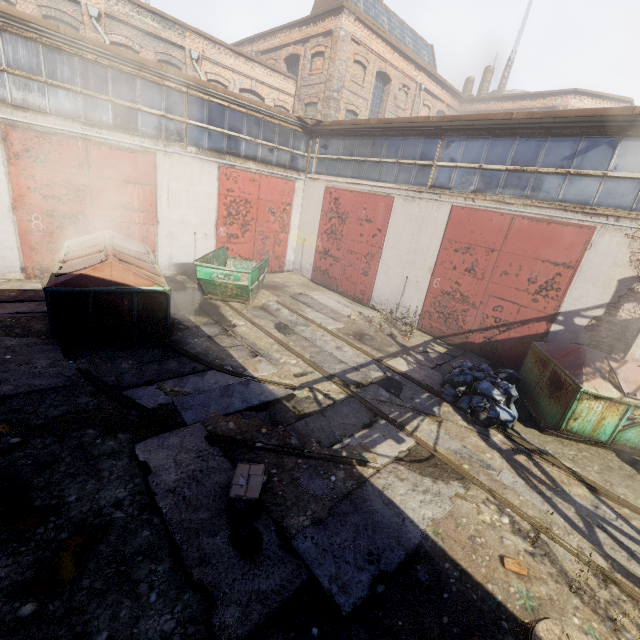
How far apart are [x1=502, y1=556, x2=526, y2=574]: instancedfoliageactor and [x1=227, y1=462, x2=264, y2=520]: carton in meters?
3.1

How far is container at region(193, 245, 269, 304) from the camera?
9.7m

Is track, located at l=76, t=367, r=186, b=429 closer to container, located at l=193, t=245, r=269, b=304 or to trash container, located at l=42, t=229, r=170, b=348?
trash container, located at l=42, t=229, r=170, b=348

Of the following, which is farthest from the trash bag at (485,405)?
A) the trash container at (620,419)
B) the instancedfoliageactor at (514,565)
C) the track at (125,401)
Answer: the track at (125,401)

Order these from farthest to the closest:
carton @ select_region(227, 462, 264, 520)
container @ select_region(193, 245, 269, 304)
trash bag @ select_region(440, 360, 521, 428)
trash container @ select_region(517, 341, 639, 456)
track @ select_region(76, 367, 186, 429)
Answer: container @ select_region(193, 245, 269, 304) < trash bag @ select_region(440, 360, 521, 428) < trash container @ select_region(517, 341, 639, 456) < track @ select_region(76, 367, 186, 429) < carton @ select_region(227, 462, 264, 520)

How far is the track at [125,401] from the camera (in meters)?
5.27

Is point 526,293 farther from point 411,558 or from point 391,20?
point 391,20

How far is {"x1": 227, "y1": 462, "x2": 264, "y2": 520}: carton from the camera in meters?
3.8 m
